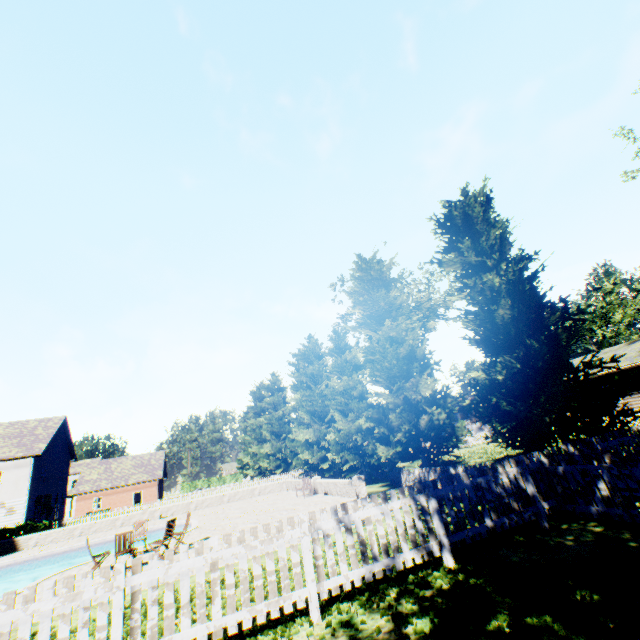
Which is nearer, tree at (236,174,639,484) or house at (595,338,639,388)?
tree at (236,174,639,484)

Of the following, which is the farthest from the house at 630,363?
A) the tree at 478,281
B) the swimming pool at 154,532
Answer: the swimming pool at 154,532

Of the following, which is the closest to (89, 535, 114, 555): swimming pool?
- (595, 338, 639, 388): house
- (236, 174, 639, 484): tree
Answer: (236, 174, 639, 484): tree

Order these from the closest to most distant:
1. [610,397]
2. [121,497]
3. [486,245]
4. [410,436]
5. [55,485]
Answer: [610,397] < [486,245] < [410,436] < [55,485] < [121,497]

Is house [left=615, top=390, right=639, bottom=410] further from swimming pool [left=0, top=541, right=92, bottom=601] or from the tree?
swimming pool [left=0, top=541, right=92, bottom=601]

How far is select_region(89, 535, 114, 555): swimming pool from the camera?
18.7 meters

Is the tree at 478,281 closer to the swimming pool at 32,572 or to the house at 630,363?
the house at 630,363
